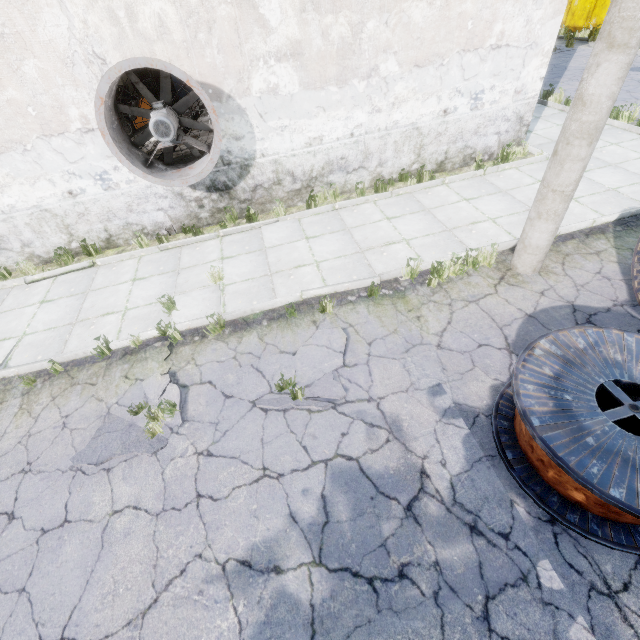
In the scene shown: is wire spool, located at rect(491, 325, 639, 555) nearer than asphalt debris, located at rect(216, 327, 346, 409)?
Yes

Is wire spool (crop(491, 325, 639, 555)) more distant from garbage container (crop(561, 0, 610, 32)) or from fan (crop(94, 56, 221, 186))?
garbage container (crop(561, 0, 610, 32))

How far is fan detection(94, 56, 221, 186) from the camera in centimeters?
569cm

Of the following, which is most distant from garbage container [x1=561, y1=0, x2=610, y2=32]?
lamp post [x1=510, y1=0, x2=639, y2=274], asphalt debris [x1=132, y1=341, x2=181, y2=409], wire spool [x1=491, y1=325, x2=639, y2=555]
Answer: asphalt debris [x1=132, y1=341, x2=181, y2=409]

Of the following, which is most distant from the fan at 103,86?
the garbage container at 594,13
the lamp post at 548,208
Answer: the garbage container at 594,13

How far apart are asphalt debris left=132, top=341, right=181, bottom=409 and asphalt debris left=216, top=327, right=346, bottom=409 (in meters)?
0.55

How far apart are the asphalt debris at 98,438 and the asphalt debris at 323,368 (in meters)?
0.55

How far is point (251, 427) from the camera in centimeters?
437cm
